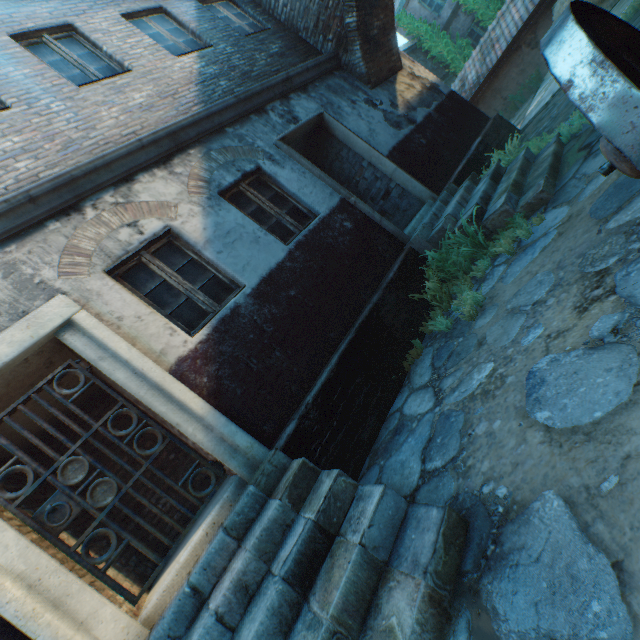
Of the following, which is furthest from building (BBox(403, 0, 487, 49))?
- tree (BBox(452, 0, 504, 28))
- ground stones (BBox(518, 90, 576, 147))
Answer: ground stones (BBox(518, 90, 576, 147))

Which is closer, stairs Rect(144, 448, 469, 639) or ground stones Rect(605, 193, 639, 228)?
stairs Rect(144, 448, 469, 639)

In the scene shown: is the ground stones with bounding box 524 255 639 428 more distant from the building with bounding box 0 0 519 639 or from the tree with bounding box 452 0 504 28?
the tree with bounding box 452 0 504 28

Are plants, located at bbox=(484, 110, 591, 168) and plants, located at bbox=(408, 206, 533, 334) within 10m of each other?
yes

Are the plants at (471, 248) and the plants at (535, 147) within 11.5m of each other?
yes

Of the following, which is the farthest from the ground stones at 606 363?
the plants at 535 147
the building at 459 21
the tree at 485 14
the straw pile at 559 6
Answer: the building at 459 21

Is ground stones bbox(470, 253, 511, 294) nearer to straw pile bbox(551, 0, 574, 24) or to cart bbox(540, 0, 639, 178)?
cart bbox(540, 0, 639, 178)

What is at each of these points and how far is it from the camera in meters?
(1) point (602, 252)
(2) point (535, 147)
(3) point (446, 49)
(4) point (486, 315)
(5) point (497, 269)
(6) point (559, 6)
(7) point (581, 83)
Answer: (1) ground stones, 2.4
(2) plants, 5.3
(3) tree, 16.2
(4) ground stones, 3.4
(5) ground stones, 4.0
(6) straw pile, 10.6
(7) cart, 1.2
